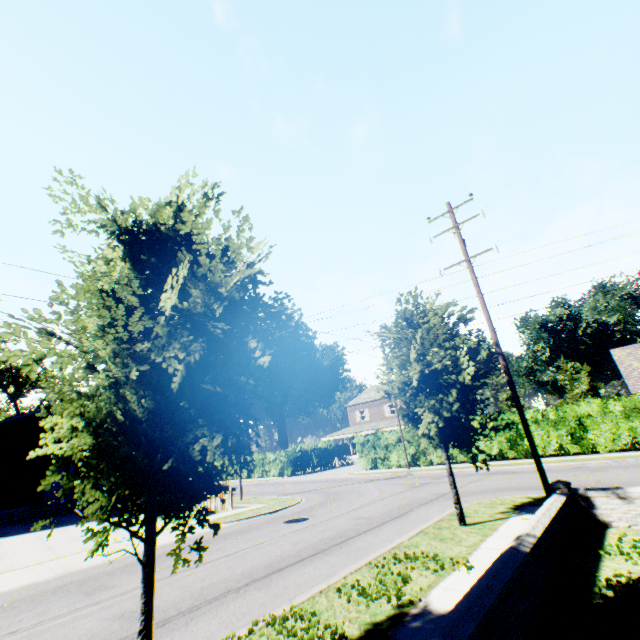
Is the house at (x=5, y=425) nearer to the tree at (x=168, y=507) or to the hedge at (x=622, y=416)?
the tree at (x=168, y=507)

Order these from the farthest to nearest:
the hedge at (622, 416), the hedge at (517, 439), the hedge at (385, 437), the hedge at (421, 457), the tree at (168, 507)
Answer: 1. the hedge at (385, 437)
2. the hedge at (421, 457)
3. the hedge at (517, 439)
4. the hedge at (622, 416)
5. the tree at (168, 507)

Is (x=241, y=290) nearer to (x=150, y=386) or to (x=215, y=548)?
(x=150, y=386)

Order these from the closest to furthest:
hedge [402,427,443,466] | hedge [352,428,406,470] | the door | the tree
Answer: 1. the tree
2. the door
3. hedge [402,427,443,466]
4. hedge [352,428,406,470]

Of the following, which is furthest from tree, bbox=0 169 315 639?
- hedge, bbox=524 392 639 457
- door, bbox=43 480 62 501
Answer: hedge, bbox=524 392 639 457

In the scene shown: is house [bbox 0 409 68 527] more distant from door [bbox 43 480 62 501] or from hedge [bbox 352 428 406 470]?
hedge [bbox 352 428 406 470]

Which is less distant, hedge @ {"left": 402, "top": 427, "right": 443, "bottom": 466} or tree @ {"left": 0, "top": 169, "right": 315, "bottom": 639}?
tree @ {"left": 0, "top": 169, "right": 315, "bottom": 639}

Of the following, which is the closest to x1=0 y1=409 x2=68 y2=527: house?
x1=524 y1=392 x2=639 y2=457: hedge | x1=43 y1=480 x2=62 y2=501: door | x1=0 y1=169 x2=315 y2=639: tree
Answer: x1=43 y1=480 x2=62 y2=501: door
